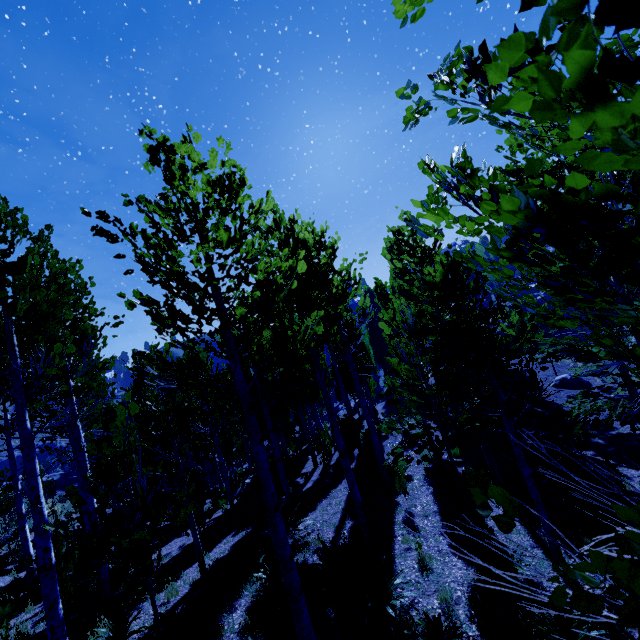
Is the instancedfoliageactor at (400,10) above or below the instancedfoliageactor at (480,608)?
above

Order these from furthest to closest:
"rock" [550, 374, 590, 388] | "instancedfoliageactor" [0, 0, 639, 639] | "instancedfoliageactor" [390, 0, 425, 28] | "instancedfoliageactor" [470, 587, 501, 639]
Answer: "rock" [550, 374, 590, 388]
"instancedfoliageactor" [470, 587, 501, 639]
"instancedfoliageactor" [390, 0, 425, 28]
"instancedfoliageactor" [0, 0, 639, 639]

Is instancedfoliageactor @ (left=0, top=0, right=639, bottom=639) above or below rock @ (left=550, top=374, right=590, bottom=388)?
above

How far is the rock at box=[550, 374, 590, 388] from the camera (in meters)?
19.28

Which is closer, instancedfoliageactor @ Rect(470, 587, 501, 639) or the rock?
instancedfoliageactor @ Rect(470, 587, 501, 639)

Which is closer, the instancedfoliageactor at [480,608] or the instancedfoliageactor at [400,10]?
the instancedfoliageactor at [400,10]

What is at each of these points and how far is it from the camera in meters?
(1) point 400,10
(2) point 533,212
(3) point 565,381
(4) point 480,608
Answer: (1) instancedfoliageactor, 1.5
(2) instancedfoliageactor, 0.8
(3) rock, 19.8
(4) instancedfoliageactor, 4.6
